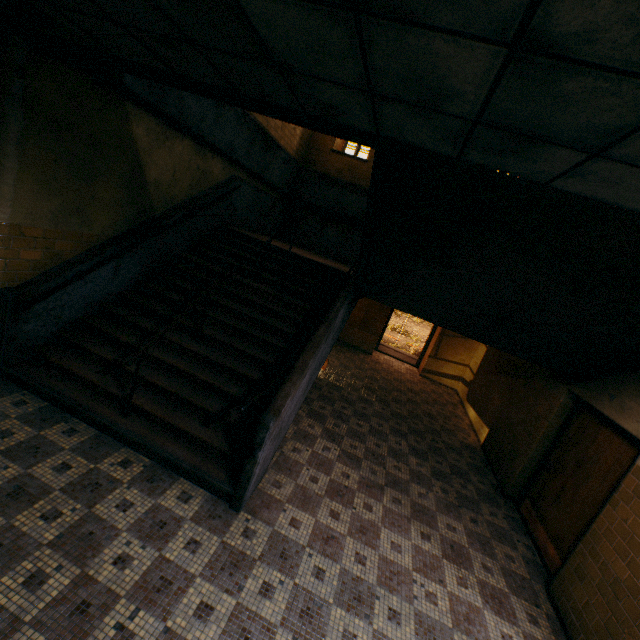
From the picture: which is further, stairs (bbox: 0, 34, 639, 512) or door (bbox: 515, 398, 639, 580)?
door (bbox: 515, 398, 639, 580)

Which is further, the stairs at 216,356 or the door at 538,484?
the door at 538,484

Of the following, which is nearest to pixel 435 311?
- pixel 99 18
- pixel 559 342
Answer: pixel 559 342
